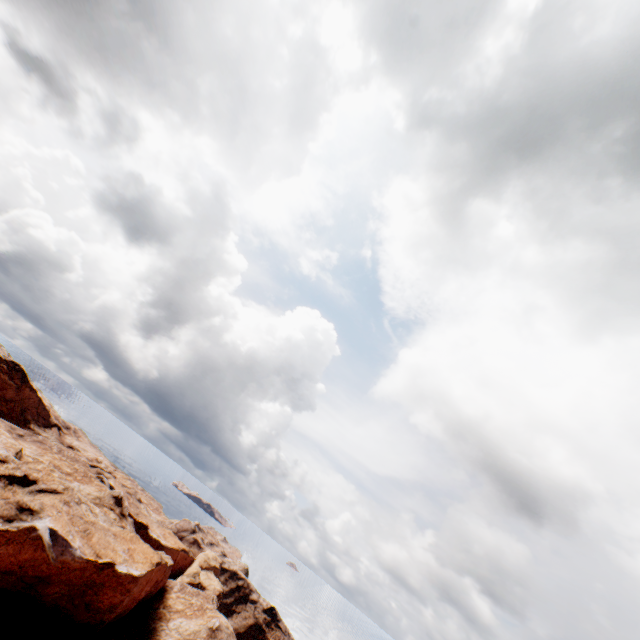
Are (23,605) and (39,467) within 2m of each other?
no
